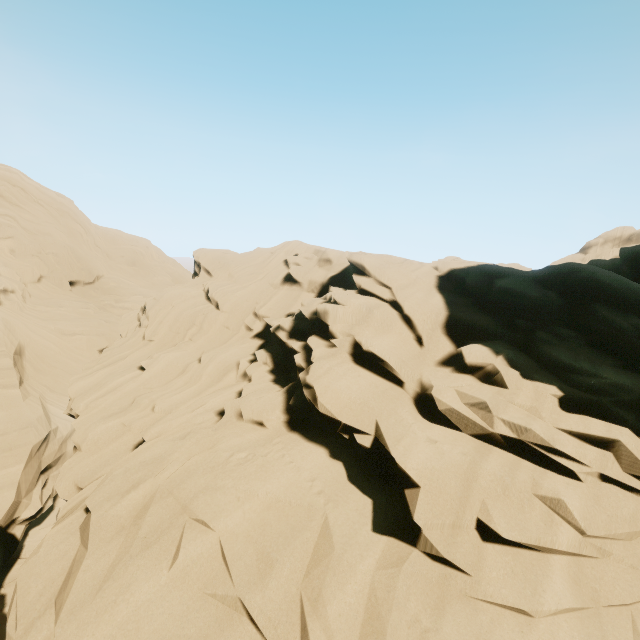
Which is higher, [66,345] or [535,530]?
[535,530]
